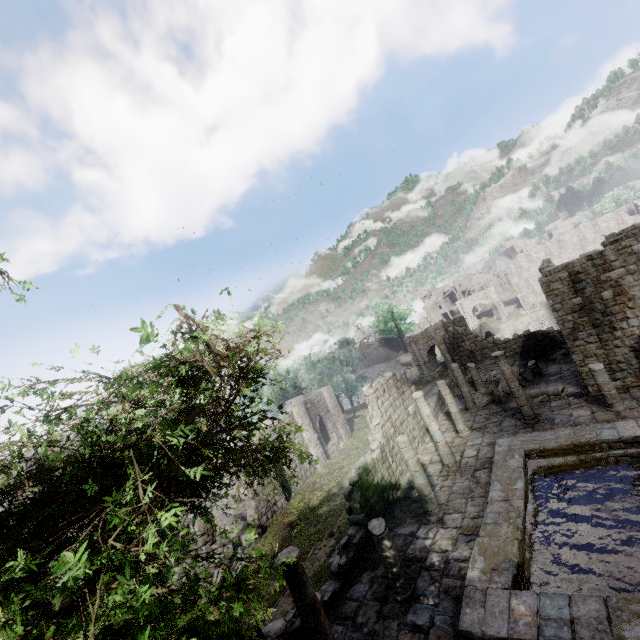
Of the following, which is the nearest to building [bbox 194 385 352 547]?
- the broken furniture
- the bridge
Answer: the broken furniture

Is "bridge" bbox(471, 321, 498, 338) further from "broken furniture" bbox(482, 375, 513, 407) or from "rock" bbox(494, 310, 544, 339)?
"broken furniture" bbox(482, 375, 513, 407)

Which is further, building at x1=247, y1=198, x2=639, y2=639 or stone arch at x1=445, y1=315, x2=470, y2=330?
stone arch at x1=445, y1=315, x2=470, y2=330

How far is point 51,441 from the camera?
4.16m

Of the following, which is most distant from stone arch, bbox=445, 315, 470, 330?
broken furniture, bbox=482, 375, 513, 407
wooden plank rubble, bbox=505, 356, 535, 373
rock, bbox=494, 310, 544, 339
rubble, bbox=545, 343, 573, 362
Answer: broken furniture, bbox=482, 375, 513, 407

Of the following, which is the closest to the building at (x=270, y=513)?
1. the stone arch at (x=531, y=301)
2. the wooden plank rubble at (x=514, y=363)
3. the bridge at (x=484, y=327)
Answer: the wooden plank rubble at (x=514, y=363)

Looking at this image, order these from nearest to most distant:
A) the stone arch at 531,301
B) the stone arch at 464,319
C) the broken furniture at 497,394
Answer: the broken furniture at 497,394 < the stone arch at 464,319 < the stone arch at 531,301

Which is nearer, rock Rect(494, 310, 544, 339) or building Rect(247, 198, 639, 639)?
building Rect(247, 198, 639, 639)
